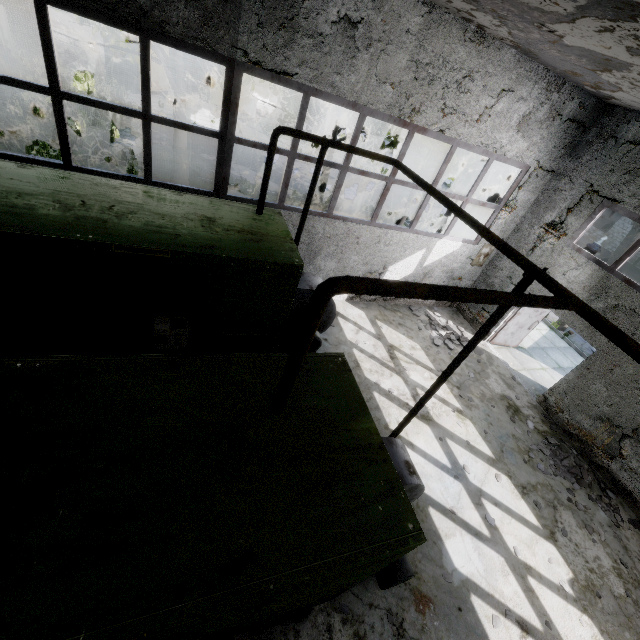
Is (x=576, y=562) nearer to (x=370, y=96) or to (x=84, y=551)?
(x=84, y=551)

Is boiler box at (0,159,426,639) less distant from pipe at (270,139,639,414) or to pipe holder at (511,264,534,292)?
pipe holder at (511,264,534,292)

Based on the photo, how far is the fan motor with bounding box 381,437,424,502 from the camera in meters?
4.2

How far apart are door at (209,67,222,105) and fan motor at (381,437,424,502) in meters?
28.0

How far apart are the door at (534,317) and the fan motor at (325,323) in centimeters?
656cm

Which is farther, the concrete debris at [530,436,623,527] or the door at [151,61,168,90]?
the door at [151,61,168,90]

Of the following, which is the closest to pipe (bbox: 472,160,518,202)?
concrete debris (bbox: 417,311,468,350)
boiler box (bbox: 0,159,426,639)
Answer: concrete debris (bbox: 417,311,468,350)

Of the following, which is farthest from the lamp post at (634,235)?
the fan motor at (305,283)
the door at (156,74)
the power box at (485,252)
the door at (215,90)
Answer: the door at (156,74)
